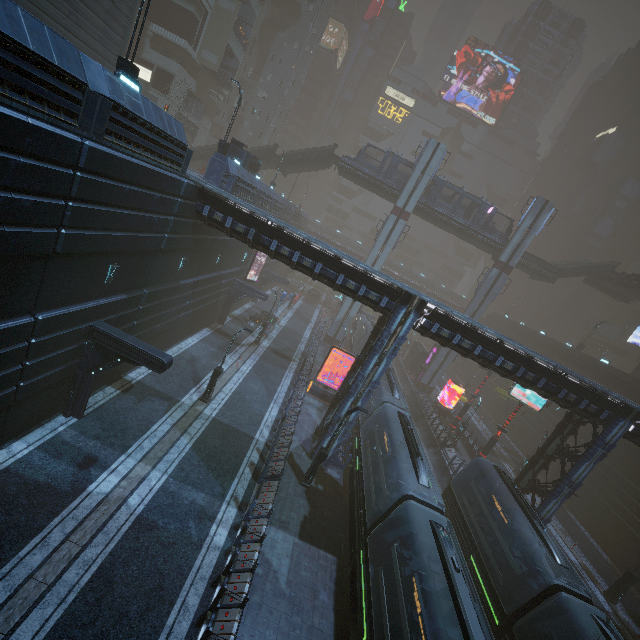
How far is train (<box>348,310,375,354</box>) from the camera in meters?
37.8 m

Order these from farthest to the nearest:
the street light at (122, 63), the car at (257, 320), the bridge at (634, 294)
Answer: the bridge at (634, 294) < the car at (257, 320) < the street light at (122, 63)

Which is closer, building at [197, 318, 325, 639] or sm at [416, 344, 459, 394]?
building at [197, 318, 325, 639]

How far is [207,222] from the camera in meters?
17.5

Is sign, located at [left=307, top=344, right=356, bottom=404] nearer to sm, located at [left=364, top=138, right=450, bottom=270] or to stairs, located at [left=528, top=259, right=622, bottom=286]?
sm, located at [left=364, top=138, right=450, bottom=270]

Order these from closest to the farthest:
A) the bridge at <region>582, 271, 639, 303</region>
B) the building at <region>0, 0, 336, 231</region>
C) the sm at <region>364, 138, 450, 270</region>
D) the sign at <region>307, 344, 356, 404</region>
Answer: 1. the building at <region>0, 0, 336, 231</region>
2. the sign at <region>307, 344, 356, 404</region>
3. the sm at <region>364, 138, 450, 270</region>
4. the bridge at <region>582, 271, 639, 303</region>

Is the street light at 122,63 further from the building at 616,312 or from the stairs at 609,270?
the stairs at 609,270

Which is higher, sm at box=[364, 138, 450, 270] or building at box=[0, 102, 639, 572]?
sm at box=[364, 138, 450, 270]
